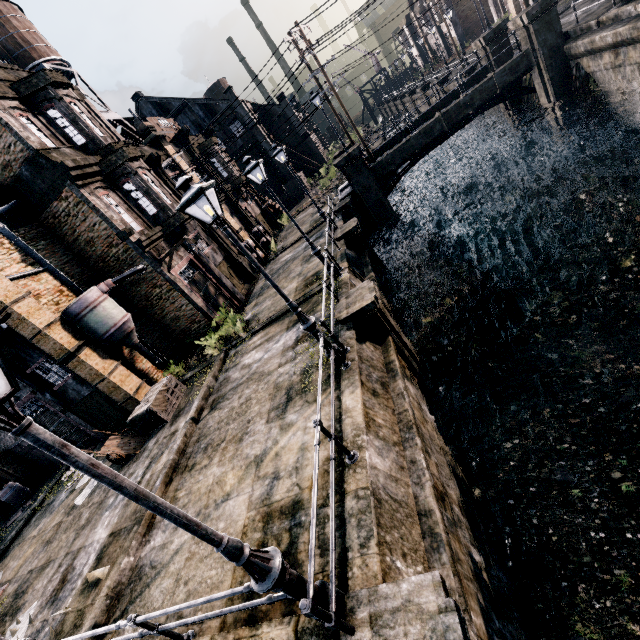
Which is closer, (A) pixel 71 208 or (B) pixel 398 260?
(A) pixel 71 208

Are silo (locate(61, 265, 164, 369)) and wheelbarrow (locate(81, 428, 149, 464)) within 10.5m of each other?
yes

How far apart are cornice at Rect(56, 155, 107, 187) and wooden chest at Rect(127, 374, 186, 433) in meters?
10.1

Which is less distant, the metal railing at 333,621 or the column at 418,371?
the metal railing at 333,621

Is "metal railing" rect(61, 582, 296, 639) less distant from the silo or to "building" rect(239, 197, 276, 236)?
the silo

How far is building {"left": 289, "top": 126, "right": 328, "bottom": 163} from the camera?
51.50m

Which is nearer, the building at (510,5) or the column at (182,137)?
the column at (182,137)
